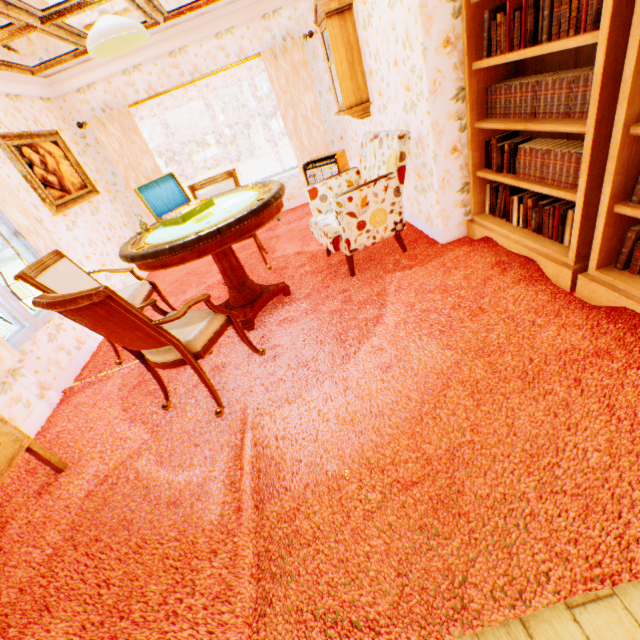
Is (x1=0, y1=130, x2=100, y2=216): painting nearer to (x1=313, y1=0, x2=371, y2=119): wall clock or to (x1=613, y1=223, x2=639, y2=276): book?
(x1=313, y1=0, x2=371, y2=119): wall clock

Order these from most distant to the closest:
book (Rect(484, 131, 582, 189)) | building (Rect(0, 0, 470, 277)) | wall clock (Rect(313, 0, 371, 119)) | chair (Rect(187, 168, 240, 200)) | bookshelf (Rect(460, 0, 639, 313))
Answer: chair (Rect(187, 168, 240, 200)), wall clock (Rect(313, 0, 371, 119)), building (Rect(0, 0, 470, 277)), book (Rect(484, 131, 582, 189)), bookshelf (Rect(460, 0, 639, 313))

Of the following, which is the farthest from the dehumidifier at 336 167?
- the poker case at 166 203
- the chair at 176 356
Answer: the chair at 176 356

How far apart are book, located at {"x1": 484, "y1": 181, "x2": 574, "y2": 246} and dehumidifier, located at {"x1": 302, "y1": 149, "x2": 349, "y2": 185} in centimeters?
239cm

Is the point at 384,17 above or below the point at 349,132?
above

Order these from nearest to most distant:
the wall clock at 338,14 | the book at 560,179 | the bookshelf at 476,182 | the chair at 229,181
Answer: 1. the bookshelf at 476,182
2. the book at 560,179
3. the wall clock at 338,14
4. the chair at 229,181

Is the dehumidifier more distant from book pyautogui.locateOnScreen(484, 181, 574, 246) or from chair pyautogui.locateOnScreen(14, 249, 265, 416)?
chair pyautogui.locateOnScreen(14, 249, 265, 416)

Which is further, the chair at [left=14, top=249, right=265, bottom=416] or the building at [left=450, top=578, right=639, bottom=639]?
the chair at [left=14, top=249, right=265, bottom=416]
